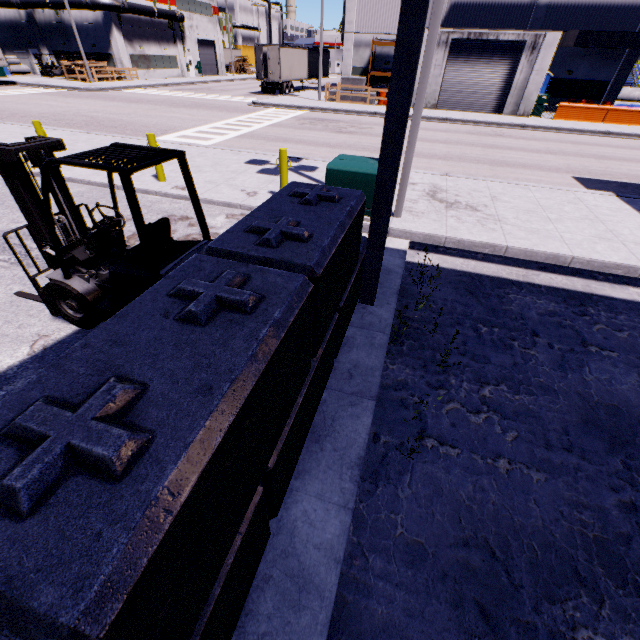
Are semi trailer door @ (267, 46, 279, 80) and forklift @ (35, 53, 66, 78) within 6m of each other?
no

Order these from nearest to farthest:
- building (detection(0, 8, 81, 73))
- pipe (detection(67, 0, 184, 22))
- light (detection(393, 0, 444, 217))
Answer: light (detection(393, 0, 444, 217)), pipe (detection(67, 0, 184, 22)), building (detection(0, 8, 81, 73))

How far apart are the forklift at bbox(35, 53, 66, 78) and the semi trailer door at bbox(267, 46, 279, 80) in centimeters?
2809cm

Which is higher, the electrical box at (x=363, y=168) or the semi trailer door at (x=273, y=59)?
the semi trailer door at (x=273, y=59)

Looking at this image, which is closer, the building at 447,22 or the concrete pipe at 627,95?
the building at 447,22

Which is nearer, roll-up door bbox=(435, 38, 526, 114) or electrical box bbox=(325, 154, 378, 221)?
electrical box bbox=(325, 154, 378, 221)

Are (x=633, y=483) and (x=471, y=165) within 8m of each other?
no

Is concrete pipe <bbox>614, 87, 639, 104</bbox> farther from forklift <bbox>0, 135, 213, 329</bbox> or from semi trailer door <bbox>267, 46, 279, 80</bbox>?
forklift <bbox>0, 135, 213, 329</bbox>
